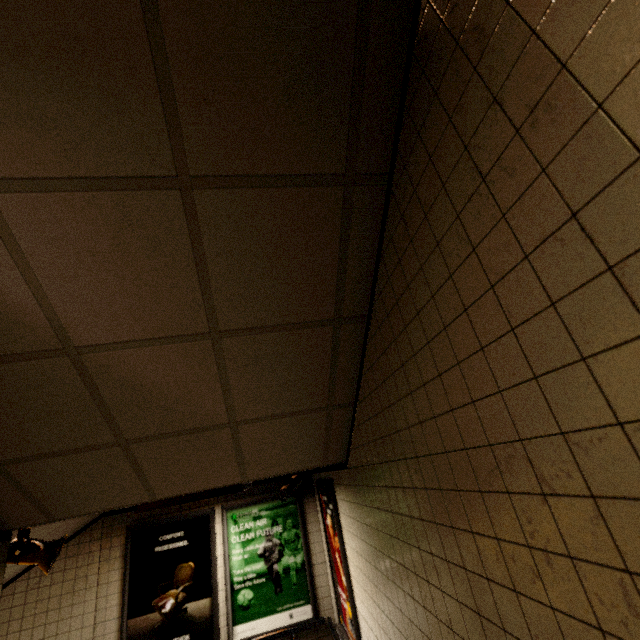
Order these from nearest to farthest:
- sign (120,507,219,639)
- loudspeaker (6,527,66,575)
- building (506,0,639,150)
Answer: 1. building (506,0,639,150)
2. loudspeaker (6,527,66,575)
3. sign (120,507,219,639)

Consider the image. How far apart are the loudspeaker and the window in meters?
2.7

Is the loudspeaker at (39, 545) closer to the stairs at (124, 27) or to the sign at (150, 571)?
the stairs at (124, 27)

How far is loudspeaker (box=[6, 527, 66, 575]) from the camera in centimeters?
271cm

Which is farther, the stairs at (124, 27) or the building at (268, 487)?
the building at (268, 487)

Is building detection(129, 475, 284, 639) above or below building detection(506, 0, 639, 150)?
below

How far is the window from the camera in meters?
5.0 m

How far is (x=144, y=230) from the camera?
1.46m
